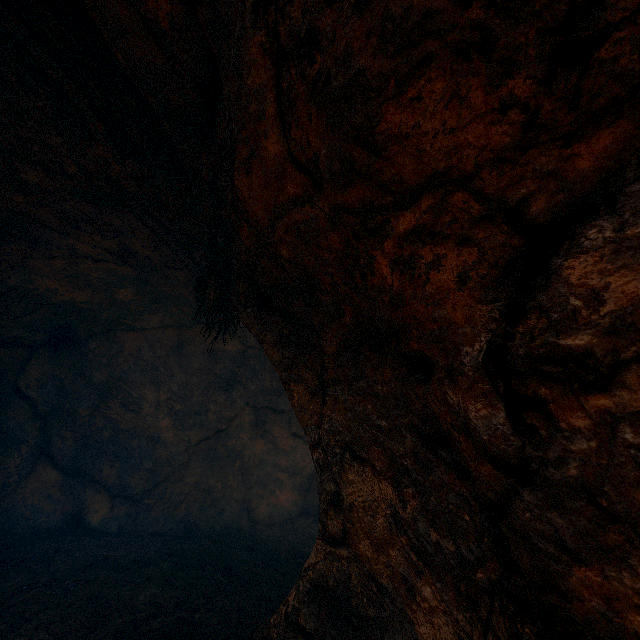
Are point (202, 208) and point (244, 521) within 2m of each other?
no
